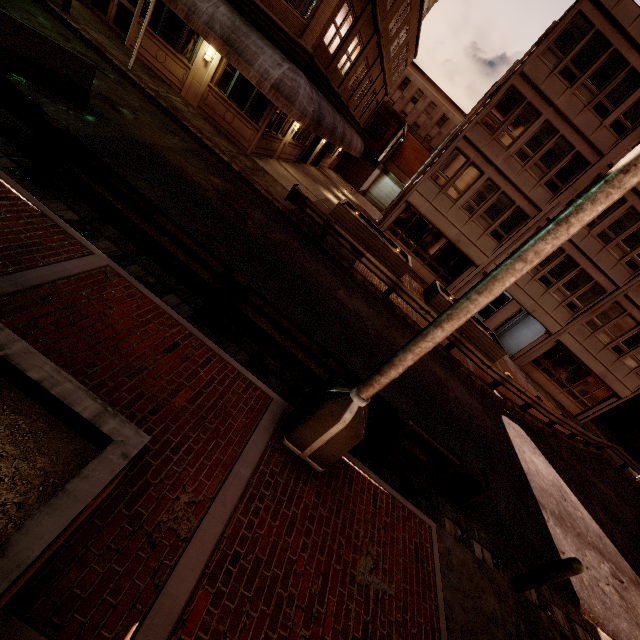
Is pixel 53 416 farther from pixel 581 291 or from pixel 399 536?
pixel 581 291

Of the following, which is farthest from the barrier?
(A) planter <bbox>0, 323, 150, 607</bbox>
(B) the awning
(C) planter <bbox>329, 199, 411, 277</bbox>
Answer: (C) planter <bbox>329, 199, 411, 277</bbox>

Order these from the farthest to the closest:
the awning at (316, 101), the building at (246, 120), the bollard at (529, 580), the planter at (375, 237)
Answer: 1. the planter at (375, 237)
2. the building at (246, 120)
3. the awning at (316, 101)
4. the bollard at (529, 580)

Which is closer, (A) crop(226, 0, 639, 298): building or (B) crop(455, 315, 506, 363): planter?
(A) crop(226, 0, 639, 298): building

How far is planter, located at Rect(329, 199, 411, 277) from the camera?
16.3 meters

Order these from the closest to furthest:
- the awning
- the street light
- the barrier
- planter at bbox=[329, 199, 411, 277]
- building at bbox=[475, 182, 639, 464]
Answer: the street light
the barrier
the awning
planter at bbox=[329, 199, 411, 277]
building at bbox=[475, 182, 639, 464]

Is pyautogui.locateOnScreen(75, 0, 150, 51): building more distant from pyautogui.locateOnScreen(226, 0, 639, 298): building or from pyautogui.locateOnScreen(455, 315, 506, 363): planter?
pyautogui.locateOnScreen(455, 315, 506, 363): planter

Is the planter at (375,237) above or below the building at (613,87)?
below
